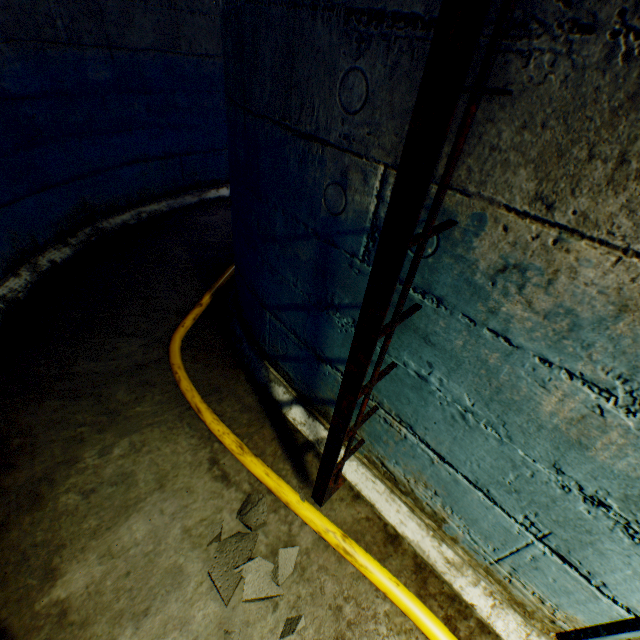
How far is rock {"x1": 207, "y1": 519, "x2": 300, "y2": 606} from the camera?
1.38m

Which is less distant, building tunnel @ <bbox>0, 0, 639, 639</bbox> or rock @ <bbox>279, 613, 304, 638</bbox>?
building tunnel @ <bbox>0, 0, 639, 639</bbox>

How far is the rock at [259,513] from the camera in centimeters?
156cm

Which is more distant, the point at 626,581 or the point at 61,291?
the point at 61,291

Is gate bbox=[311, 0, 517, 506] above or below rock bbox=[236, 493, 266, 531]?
above

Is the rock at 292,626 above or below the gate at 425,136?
below

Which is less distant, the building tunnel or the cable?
the building tunnel
